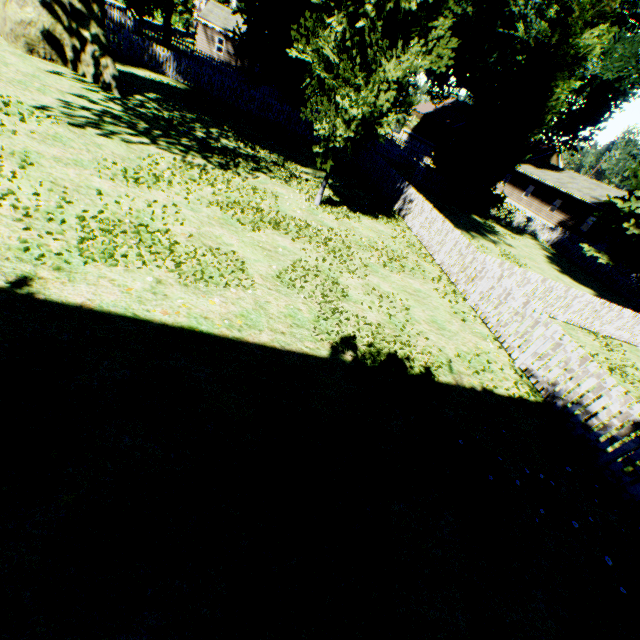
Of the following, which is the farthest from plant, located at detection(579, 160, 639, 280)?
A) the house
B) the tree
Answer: the house

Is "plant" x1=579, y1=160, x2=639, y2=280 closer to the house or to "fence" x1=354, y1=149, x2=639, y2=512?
"fence" x1=354, y1=149, x2=639, y2=512

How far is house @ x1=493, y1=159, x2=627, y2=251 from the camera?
32.6m

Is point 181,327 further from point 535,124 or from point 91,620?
point 535,124

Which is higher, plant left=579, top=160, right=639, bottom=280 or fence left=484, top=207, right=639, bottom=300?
plant left=579, top=160, right=639, bottom=280

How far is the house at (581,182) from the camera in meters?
32.6 m

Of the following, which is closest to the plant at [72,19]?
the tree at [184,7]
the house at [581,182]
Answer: the tree at [184,7]

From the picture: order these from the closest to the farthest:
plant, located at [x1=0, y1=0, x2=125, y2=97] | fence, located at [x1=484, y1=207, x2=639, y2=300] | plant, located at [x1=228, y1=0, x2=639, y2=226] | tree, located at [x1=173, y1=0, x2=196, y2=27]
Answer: plant, located at [x1=228, y1=0, x2=639, y2=226] → plant, located at [x1=0, y1=0, x2=125, y2=97] → fence, located at [x1=484, y1=207, x2=639, y2=300] → tree, located at [x1=173, y1=0, x2=196, y2=27]
